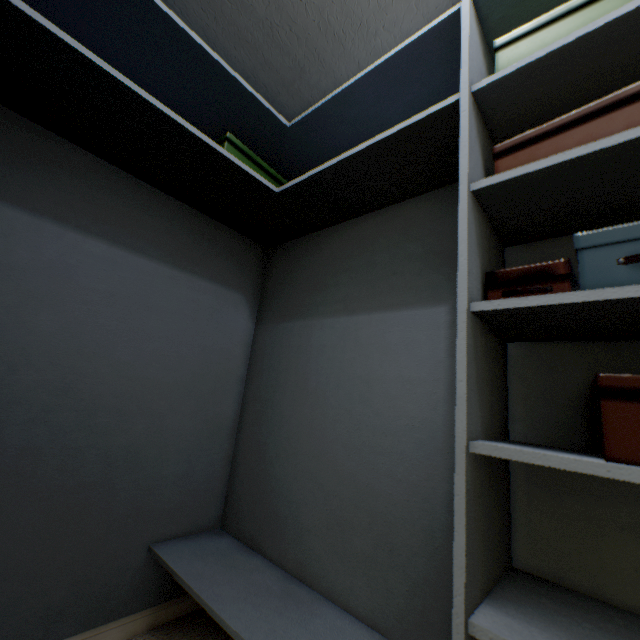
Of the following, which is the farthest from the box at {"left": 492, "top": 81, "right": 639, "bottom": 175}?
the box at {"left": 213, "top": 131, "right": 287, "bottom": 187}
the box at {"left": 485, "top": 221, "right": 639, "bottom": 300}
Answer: the box at {"left": 213, "top": 131, "right": 287, "bottom": 187}

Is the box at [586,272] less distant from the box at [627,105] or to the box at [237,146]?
the box at [627,105]

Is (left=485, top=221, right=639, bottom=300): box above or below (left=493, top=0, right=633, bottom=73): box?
below

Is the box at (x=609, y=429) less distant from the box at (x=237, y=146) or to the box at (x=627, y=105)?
the box at (x=627, y=105)

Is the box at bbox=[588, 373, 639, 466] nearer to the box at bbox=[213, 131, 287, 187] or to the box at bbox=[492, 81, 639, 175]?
the box at bbox=[492, 81, 639, 175]

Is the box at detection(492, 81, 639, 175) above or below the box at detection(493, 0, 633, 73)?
below

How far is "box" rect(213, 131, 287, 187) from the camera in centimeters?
130cm

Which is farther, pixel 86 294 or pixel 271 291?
pixel 271 291
